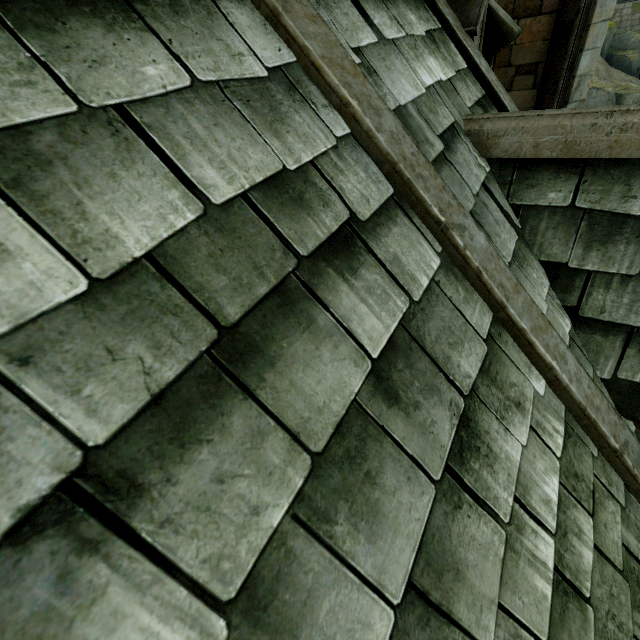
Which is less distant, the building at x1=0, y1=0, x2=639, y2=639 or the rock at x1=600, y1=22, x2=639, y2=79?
the building at x1=0, y1=0, x2=639, y2=639

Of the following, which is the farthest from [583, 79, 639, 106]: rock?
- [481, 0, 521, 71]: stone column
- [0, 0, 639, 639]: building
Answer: [481, 0, 521, 71]: stone column

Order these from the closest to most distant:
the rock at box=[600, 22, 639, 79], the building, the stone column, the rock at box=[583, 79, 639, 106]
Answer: the building
the stone column
the rock at box=[583, 79, 639, 106]
the rock at box=[600, 22, 639, 79]

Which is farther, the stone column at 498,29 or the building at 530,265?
the stone column at 498,29

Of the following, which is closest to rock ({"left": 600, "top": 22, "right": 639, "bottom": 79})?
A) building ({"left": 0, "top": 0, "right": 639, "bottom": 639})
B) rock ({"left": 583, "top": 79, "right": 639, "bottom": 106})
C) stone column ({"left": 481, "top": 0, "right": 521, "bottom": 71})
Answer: building ({"left": 0, "top": 0, "right": 639, "bottom": 639})

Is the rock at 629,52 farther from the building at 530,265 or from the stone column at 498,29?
the stone column at 498,29

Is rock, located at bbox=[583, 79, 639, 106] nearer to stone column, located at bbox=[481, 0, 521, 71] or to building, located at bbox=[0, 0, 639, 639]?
building, located at bbox=[0, 0, 639, 639]

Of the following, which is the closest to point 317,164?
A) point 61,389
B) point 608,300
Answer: point 61,389
